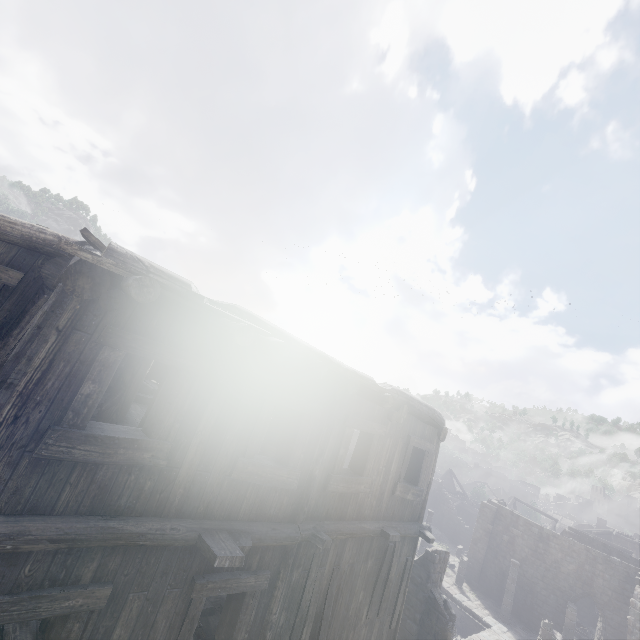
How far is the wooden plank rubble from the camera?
2.9m

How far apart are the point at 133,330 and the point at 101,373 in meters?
0.6 m

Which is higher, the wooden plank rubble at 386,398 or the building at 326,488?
the wooden plank rubble at 386,398

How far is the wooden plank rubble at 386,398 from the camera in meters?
2.9 m

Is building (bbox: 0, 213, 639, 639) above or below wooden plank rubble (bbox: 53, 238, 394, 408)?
below
